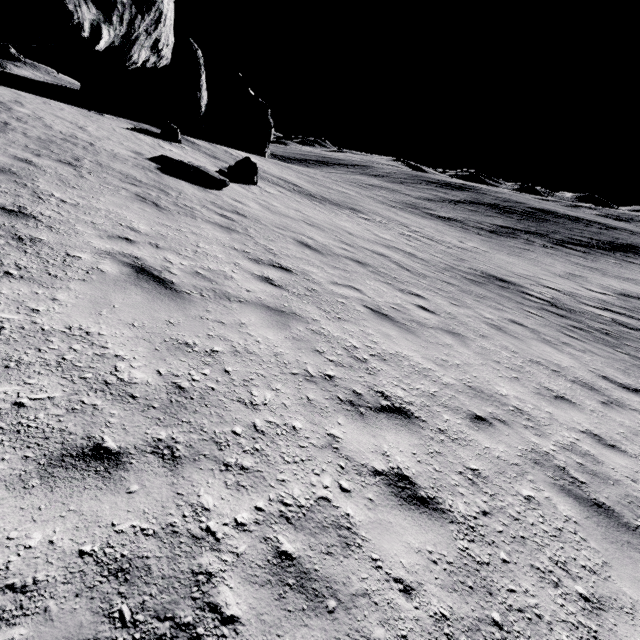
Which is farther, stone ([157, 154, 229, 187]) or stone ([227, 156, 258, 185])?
stone ([227, 156, 258, 185])

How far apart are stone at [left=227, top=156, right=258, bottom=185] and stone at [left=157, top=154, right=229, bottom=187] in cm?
364

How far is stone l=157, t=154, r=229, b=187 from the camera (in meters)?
11.88

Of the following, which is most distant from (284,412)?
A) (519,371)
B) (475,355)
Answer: (519,371)

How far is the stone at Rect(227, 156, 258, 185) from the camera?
16.5 meters

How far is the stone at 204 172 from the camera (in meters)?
11.88

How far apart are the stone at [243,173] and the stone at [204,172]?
3.6 meters
